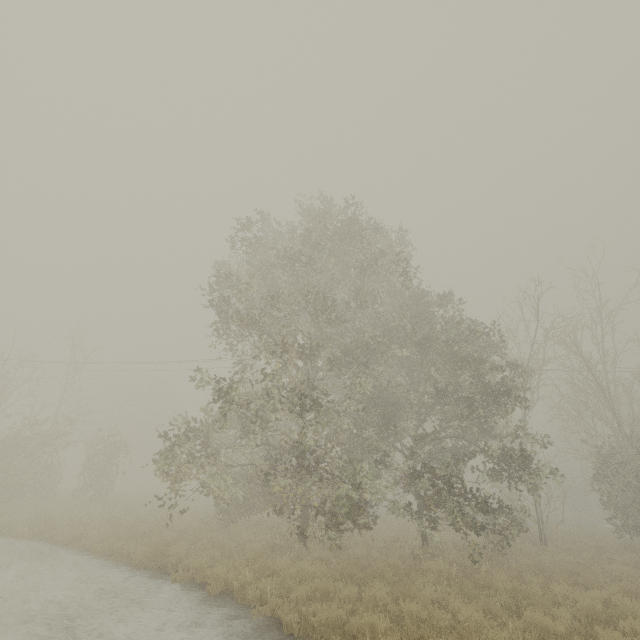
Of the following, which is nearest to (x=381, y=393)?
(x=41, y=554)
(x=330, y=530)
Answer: (x=330, y=530)
